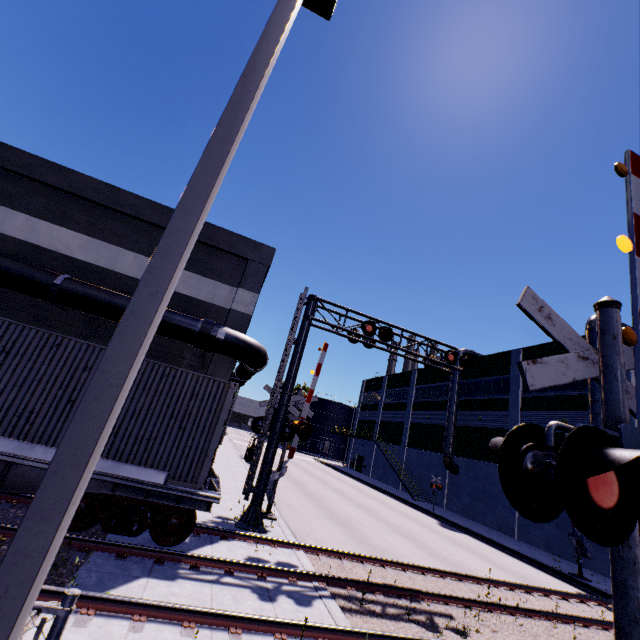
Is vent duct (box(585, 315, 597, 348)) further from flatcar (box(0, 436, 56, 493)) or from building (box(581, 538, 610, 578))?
flatcar (box(0, 436, 56, 493))

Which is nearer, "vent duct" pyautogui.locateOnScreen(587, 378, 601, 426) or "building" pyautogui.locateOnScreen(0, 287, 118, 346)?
"building" pyautogui.locateOnScreen(0, 287, 118, 346)

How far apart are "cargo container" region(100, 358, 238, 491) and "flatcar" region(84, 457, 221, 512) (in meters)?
0.00

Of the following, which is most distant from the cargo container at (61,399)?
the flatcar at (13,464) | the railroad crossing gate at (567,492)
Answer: the railroad crossing gate at (567,492)

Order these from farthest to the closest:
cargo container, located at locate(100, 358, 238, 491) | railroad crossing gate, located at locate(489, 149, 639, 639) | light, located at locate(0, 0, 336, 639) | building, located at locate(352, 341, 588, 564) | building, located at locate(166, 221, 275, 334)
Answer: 1. building, located at locate(352, 341, 588, 564)
2. building, located at locate(166, 221, 275, 334)
3. cargo container, located at locate(100, 358, 238, 491)
4. railroad crossing gate, located at locate(489, 149, 639, 639)
5. light, located at locate(0, 0, 336, 639)

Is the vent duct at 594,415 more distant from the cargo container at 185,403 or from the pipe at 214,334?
the pipe at 214,334

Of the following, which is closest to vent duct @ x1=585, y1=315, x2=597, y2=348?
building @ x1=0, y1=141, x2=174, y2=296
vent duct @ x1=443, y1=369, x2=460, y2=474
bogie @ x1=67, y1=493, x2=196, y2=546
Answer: building @ x1=0, y1=141, x2=174, y2=296

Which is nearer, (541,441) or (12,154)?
(541,441)
